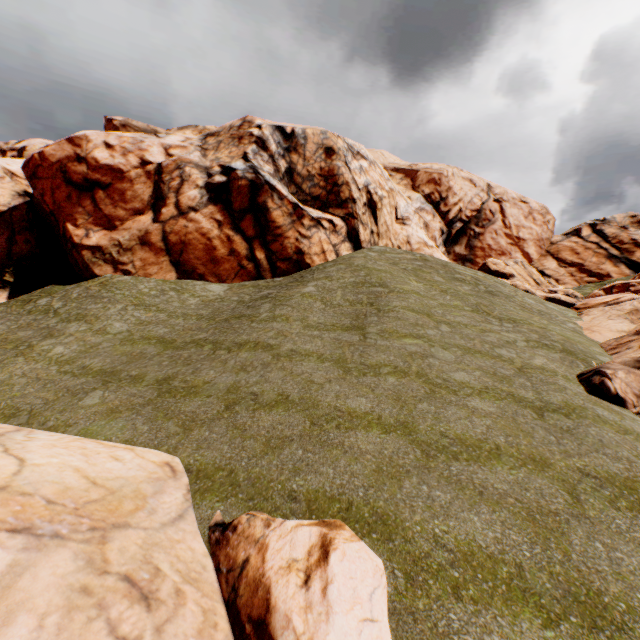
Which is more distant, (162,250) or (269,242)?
(269,242)

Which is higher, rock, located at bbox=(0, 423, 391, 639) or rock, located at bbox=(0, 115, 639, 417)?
rock, located at bbox=(0, 115, 639, 417)

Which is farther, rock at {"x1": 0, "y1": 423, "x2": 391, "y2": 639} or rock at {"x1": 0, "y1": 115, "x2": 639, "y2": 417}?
rock at {"x1": 0, "y1": 115, "x2": 639, "y2": 417}

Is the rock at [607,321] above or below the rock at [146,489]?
above

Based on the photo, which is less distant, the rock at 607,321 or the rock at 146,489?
the rock at 146,489
